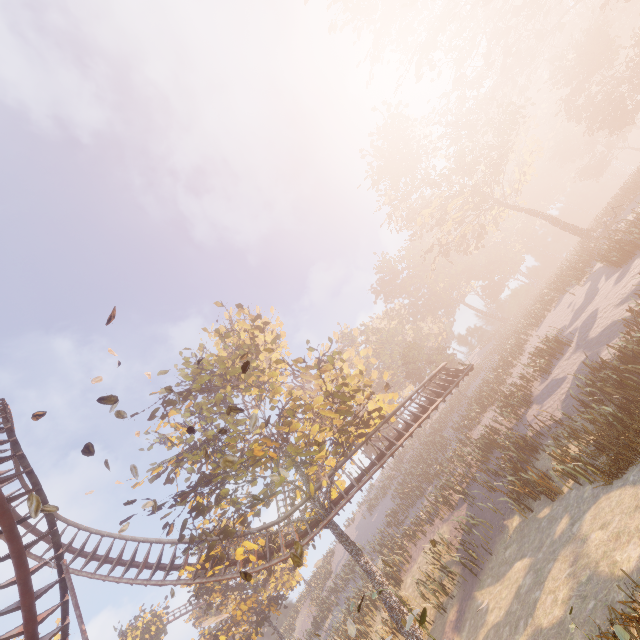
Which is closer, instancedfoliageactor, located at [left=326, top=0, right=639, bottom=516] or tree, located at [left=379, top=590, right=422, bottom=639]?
instancedfoliageactor, located at [left=326, top=0, right=639, bottom=516]

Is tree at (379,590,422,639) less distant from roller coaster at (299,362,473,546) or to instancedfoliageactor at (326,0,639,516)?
roller coaster at (299,362,473,546)

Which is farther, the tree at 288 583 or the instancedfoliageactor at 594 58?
the tree at 288 583

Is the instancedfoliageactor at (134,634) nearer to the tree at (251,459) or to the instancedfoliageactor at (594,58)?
the tree at (251,459)

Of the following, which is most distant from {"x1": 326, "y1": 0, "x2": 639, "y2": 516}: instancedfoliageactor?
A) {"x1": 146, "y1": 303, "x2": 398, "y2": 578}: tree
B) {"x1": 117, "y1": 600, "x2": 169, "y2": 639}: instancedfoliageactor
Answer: {"x1": 117, "y1": 600, "x2": 169, "y2": 639}: instancedfoliageactor

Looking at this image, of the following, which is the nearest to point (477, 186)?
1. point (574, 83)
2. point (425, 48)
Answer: point (425, 48)
